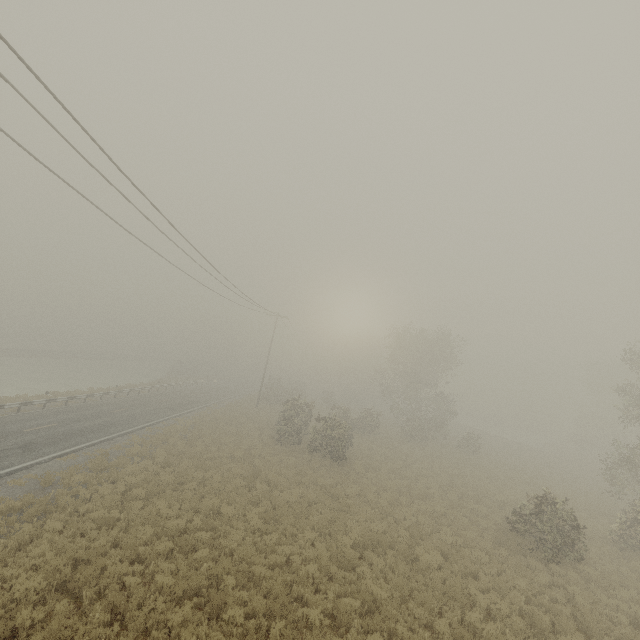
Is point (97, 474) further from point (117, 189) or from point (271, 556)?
point (117, 189)
